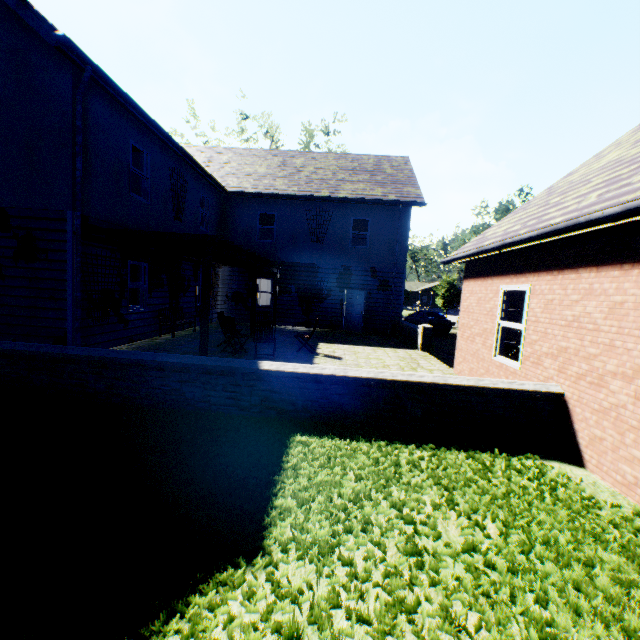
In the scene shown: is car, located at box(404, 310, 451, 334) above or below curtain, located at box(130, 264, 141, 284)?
below

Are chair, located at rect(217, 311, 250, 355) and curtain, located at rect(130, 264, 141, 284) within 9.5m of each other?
yes

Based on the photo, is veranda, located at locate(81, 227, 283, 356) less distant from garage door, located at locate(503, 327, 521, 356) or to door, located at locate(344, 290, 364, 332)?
door, located at locate(344, 290, 364, 332)

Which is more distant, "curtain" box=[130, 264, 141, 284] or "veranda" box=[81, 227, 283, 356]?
"curtain" box=[130, 264, 141, 284]

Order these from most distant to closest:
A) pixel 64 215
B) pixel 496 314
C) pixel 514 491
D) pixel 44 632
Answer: pixel 64 215, pixel 496 314, pixel 514 491, pixel 44 632

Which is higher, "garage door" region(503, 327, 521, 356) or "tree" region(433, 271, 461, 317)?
"tree" region(433, 271, 461, 317)

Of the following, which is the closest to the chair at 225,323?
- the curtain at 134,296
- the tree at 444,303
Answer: the curtain at 134,296

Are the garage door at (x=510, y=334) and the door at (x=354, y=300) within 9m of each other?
yes
